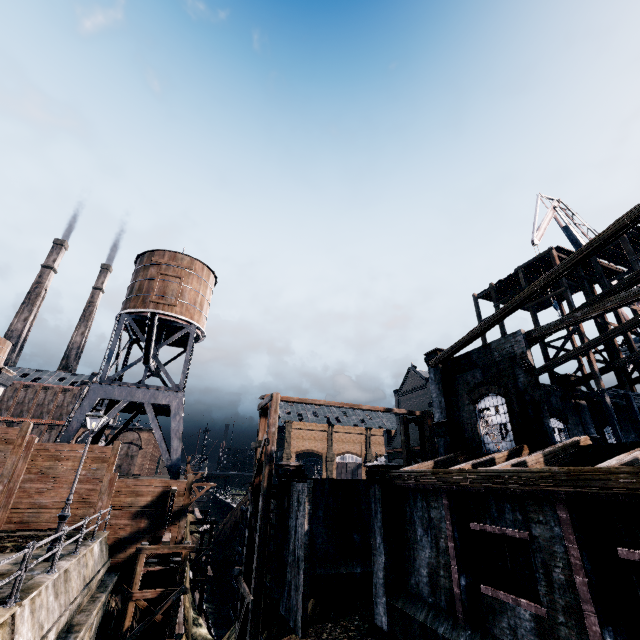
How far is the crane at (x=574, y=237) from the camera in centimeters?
3156cm

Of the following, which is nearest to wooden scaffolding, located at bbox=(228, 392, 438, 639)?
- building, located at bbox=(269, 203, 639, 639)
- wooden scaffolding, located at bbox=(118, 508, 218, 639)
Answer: building, located at bbox=(269, 203, 639, 639)

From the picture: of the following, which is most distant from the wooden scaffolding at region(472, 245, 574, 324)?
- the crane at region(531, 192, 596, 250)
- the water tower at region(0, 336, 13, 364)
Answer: the water tower at region(0, 336, 13, 364)

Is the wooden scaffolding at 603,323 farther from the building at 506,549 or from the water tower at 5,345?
the water tower at 5,345

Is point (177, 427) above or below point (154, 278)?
below

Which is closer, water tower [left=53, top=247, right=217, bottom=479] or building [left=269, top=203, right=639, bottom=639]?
building [left=269, top=203, right=639, bottom=639]

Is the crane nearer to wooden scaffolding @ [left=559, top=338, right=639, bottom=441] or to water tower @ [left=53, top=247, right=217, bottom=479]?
wooden scaffolding @ [left=559, top=338, right=639, bottom=441]

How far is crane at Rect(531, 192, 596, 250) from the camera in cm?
3156
